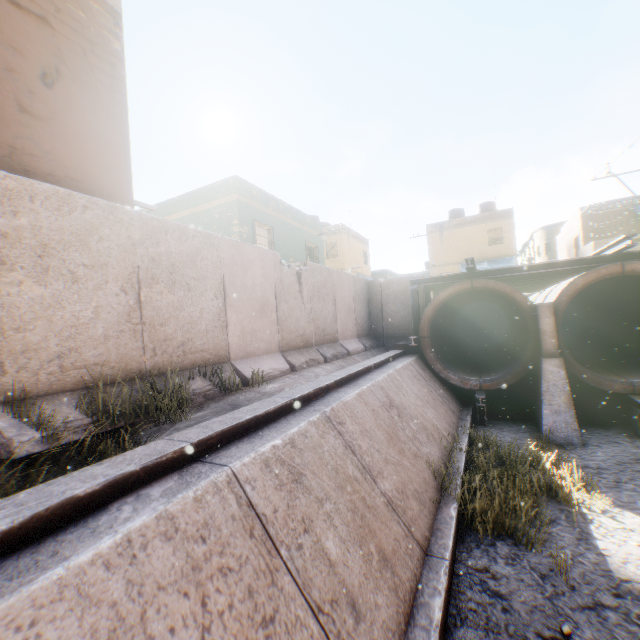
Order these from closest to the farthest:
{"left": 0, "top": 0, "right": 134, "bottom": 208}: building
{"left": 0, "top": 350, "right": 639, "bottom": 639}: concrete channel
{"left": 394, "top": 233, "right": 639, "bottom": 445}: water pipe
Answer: {"left": 0, "top": 350, "right": 639, "bottom": 639}: concrete channel → {"left": 0, "top": 0, "right": 134, "bottom": 208}: building → {"left": 394, "top": 233, "right": 639, "bottom": 445}: water pipe

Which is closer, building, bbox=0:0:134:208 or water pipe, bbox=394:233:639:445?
building, bbox=0:0:134:208

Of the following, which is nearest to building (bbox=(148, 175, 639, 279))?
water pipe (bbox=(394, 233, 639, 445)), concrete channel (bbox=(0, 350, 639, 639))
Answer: concrete channel (bbox=(0, 350, 639, 639))

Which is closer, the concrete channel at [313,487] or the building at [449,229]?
the concrete channel at [313,487]

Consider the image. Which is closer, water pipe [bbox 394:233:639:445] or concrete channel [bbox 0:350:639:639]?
concrete channel [bbox 0:350:639:639]

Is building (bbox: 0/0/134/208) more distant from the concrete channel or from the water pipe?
the water pipe

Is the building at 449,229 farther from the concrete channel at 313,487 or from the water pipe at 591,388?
the water pipe at 591,388

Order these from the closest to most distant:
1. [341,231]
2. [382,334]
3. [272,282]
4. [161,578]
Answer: [161,578], [272,282], [382,334], [341,231]
